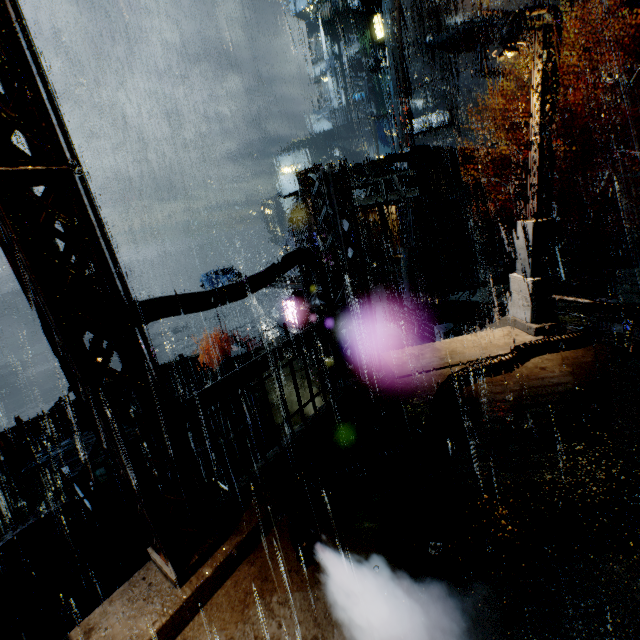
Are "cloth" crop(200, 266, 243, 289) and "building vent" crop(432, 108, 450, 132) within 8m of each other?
no

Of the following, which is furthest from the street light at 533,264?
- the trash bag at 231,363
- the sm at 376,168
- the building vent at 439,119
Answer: the building vent at 439,119

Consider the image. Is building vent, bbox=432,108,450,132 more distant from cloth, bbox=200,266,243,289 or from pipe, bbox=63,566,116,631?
pipe, bbox=63,566,116,631

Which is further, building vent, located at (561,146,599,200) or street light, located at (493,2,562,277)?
building vent, located at (561,146,599,200)

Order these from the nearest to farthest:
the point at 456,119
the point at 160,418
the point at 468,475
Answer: the point at 160,418
the point at 468,475
the point at 456,119

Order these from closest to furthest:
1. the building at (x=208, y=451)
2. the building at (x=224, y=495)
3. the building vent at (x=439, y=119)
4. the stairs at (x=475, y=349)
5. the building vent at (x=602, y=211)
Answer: the building at (x=224, y=495), the stairs at (x=475, y=349), the building at (x=208, y=451), the building vent at (x=602, y=211), the building vent at (x=439, y=119)

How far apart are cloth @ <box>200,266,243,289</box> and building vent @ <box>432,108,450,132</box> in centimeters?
2894cm

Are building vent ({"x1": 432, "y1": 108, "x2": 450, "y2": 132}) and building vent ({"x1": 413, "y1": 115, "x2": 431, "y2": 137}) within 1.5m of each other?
yes
